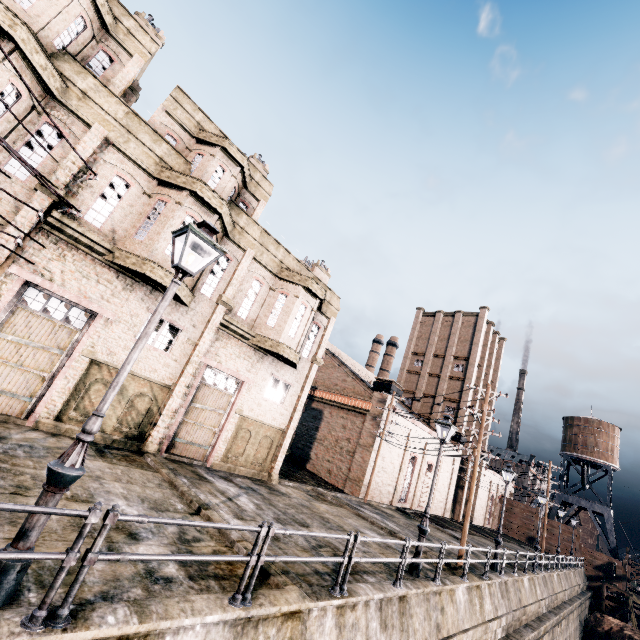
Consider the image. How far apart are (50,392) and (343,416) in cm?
2465

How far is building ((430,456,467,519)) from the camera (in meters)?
37.31

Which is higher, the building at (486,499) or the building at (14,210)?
the building at (14,210)

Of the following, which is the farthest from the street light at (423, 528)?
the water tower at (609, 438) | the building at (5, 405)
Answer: the water tower at (609, 438)

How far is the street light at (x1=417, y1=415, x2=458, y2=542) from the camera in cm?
→ 1193

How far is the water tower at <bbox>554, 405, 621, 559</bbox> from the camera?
49.6 meters

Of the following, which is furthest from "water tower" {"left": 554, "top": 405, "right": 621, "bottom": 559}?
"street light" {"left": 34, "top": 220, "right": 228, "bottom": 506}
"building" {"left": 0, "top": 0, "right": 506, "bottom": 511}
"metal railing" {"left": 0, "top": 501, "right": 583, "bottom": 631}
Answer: "street light" {"left": 34, "top": 220, "right": 228, "bottom": 506}

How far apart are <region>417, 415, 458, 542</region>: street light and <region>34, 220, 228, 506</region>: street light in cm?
1134
